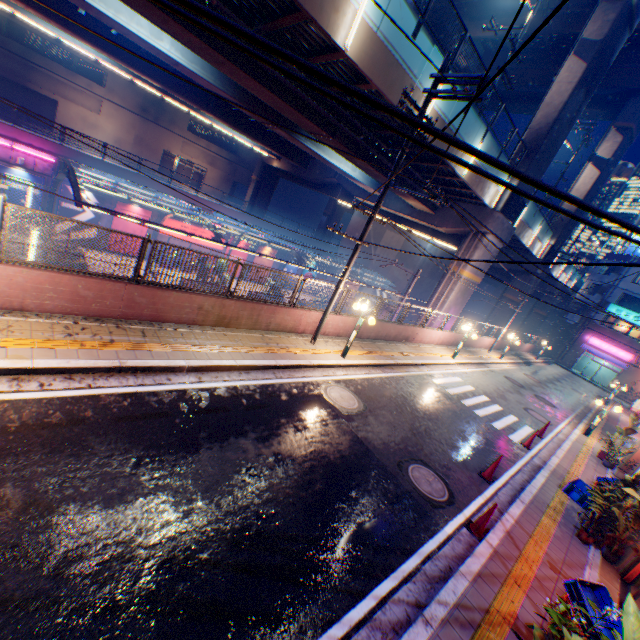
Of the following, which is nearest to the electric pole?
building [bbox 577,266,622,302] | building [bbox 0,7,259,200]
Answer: building [bbox 0,7,259,200]

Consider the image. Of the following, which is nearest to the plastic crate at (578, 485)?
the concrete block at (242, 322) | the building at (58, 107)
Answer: the concrete block at (242, 322)

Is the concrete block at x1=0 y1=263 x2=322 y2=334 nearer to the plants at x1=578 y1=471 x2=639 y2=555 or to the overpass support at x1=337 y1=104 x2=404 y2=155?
the overpass support at x1=337 y1=104 x2=404 y2=155

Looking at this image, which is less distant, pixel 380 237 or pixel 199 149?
pixel 380 237

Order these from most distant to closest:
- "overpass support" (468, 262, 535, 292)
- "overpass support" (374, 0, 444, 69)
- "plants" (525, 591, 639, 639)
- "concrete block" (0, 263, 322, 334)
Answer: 1. "overpass support" (468, 262, 535, 292)
2. "overpass support" (374, 0, 444, 69)
3. "concrete block" (0, 263, 322, 334)
4. "plants" (525, 591, 639, 639)

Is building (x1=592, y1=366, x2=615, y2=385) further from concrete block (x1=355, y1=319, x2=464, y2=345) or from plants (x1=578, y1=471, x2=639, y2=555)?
plants (x1=578, y1=471, x2=639, y2=555)

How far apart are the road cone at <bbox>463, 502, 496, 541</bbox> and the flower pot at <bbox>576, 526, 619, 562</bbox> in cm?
345

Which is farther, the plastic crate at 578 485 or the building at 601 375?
the building at 601 375
